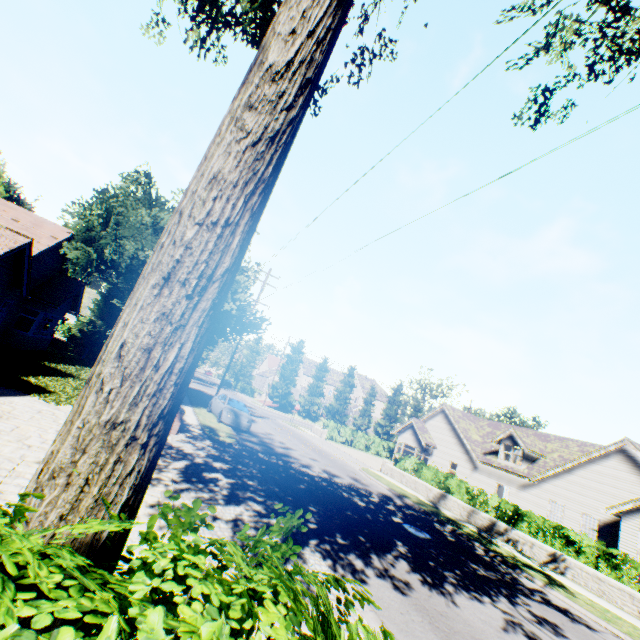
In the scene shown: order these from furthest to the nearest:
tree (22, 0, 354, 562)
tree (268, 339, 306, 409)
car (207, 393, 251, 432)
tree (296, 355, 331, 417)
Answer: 1. tree (296, 355, 331, 417)
2. tree (268, 339, 306, 409)
3. car (207, 393, 251, 432)
4. tree (22, 0, 354, 562)

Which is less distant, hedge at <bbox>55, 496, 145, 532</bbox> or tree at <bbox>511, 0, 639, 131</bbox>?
hedge at <bbox>55, 496, 145, 532</bbox>

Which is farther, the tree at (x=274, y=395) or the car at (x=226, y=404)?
the tree at (x=274, y=395)

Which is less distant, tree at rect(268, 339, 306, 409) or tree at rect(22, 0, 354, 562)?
tree at rect(22, 0, 354, 562)

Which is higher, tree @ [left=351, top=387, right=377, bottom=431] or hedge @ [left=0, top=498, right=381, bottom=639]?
tree @ [left=351, top=387, right=377, bottom=431]

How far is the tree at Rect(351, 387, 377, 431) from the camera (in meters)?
57.61

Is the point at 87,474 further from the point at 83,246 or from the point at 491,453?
the point at 491,453
